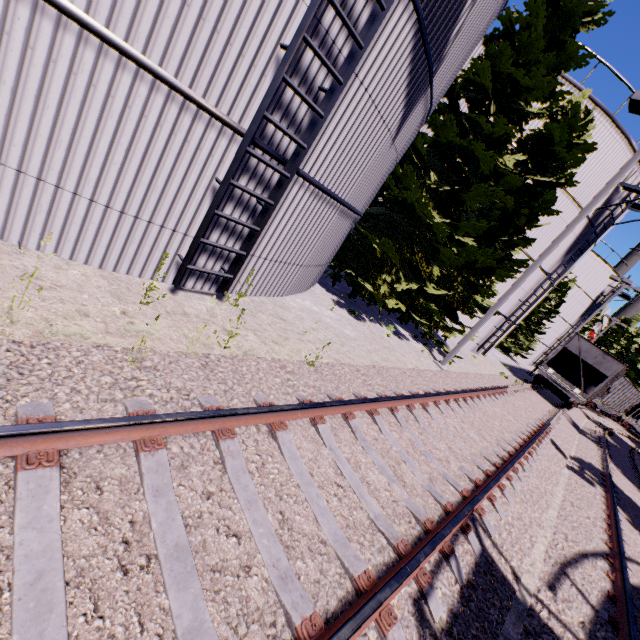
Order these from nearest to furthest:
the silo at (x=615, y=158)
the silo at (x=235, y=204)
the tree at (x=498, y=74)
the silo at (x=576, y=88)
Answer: the silo at (x=235, y=204)
the tree at (x=498, y=74)
the silo at (x=576, y=88)
the silo at (x=615, y=158)

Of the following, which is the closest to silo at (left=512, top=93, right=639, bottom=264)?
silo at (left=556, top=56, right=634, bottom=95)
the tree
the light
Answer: silo at (left=556, top=56, right=634, bottom=95)

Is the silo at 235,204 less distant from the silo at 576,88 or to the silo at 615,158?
the silo at 576,88

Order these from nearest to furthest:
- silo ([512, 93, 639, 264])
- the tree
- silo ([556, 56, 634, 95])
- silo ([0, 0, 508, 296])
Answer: silo ([0, 0, 508, 296]), the tree, silo ([556, 56, 634, 95]), silo ([512, 93, 639, 264])

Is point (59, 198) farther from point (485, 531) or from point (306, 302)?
point (485, 531)

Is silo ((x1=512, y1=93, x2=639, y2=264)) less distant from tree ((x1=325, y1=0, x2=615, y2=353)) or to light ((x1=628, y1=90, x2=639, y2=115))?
tree ((x1=325, y1=0, x2=615, y2=353))

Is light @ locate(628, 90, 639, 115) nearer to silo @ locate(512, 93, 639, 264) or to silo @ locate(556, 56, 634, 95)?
silo @ locate(512, 93, 639, 264)

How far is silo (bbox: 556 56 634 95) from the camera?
13.26m
